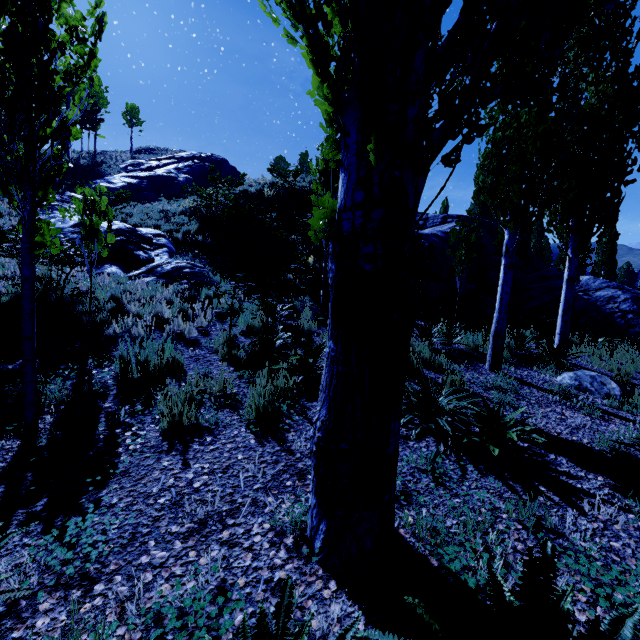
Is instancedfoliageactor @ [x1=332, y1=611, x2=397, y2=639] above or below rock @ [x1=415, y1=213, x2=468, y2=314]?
below

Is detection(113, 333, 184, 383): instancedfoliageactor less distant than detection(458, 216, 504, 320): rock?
Yes

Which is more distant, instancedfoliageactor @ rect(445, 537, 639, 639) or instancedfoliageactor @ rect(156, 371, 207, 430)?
instancedfoliageactor @ rect(156, 371, 207, 430)

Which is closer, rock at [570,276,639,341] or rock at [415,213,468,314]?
rock at [415,213,468,314]

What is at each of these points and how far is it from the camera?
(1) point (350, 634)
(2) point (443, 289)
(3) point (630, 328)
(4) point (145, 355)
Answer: (1) instancedfoliageactor, 1.3m
(2) rock, 11.2m
(3) rock, 12.7m
(4) instancedfoliageactor, 4.4m

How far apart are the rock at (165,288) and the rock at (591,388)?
10.8m

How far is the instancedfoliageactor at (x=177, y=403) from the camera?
3.4 meters
